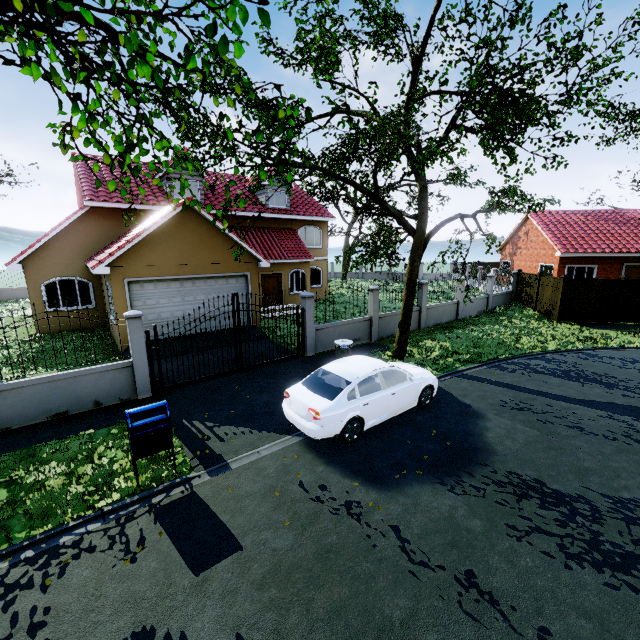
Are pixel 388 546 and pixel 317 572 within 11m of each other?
yes

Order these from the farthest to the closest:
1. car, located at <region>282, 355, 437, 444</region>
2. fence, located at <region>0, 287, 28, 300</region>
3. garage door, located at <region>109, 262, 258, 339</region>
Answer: fence, located at <region>0, 287, 28, 300</region>, garage door, located at <region>109, 262, 258, 339</region>, car, located at <region>282, 355, 437, 444</region>

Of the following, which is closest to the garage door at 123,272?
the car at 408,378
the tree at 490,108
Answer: the tree at 490,108

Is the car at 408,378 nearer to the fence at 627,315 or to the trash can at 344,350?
the trash can at 344,350

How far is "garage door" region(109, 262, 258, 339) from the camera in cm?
1228

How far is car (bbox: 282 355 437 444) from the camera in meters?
6.8

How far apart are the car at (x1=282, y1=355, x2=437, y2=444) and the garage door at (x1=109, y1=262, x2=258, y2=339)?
7.7m

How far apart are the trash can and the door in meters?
10.0
